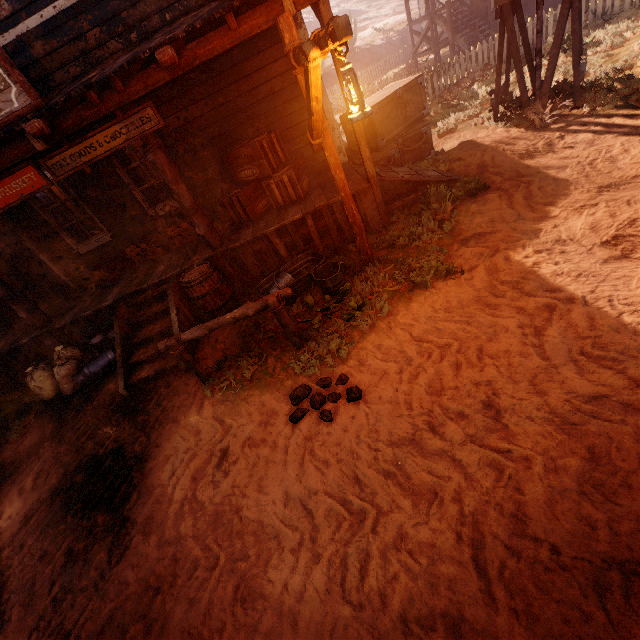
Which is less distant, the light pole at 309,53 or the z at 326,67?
the light pole at 309,53

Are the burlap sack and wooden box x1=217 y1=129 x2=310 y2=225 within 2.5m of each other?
no

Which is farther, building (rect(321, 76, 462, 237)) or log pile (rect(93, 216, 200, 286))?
log pile (rect(93, 216, 200, 286))

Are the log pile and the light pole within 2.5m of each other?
no

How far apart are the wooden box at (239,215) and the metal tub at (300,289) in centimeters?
108cm

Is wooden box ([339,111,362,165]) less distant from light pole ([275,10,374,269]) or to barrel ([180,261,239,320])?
light pole ([275,10,374,269])

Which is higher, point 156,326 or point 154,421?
point 156,326

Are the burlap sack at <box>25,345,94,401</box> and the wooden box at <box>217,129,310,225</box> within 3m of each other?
no
